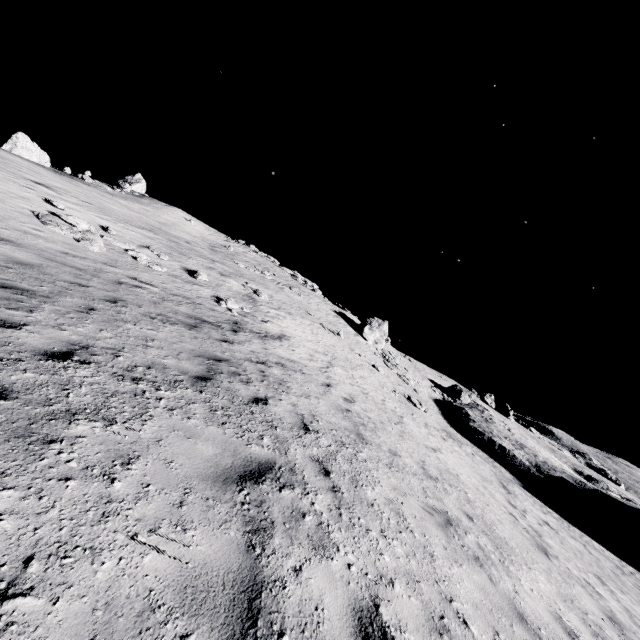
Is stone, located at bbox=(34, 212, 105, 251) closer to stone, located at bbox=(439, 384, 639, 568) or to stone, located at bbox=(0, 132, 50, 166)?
stone, located at bbox=(439, 384, 639, 568)

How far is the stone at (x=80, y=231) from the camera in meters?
12.1

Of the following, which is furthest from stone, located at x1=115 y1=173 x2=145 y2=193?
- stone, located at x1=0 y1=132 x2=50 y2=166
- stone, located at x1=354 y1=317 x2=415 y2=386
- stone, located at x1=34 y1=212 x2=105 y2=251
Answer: stone, located at x1=354 y1=317 x2=415 y2=386

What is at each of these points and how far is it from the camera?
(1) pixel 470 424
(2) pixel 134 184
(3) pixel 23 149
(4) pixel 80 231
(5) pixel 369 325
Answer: (1) stone, 26.03m
(2) stone, 42.84m
(3) stone, 29.20m
(4) stone, 12.98m
(5) stone, 35.34m

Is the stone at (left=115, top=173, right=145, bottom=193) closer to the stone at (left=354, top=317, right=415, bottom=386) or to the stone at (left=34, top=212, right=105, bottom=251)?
the stone at (left=34, top=212, right=105, bottom=251)

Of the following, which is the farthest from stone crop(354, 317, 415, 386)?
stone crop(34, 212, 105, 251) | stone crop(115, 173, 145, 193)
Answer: stone crop(115, 173, 145, 193)

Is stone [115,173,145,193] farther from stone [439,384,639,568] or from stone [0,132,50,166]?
stone [439,384,639,568]

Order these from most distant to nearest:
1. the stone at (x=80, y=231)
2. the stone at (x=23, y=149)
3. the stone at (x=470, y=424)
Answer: the stone at (x=23, y=149)
the stone at (x=470, y=424)
the stone at (x=80, y=231)
